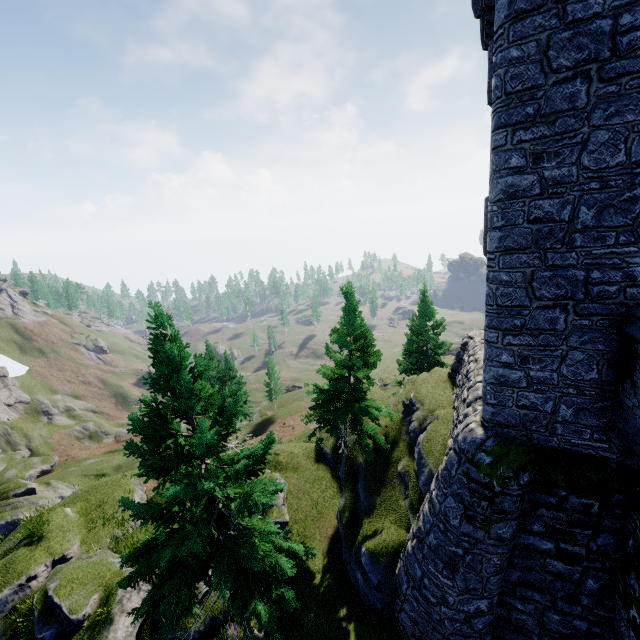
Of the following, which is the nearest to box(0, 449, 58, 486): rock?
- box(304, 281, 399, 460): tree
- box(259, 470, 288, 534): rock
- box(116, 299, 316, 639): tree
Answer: box(259, 470, 288, 534): rock

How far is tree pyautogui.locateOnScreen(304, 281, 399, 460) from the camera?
15.5m

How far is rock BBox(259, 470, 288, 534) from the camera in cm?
1666

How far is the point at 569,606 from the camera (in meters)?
9.08

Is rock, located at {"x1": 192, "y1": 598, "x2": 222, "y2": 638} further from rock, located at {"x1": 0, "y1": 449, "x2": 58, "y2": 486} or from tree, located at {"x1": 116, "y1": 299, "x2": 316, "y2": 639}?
rock, located at {"x1": 0, "y1": 449, "x2": 58, "y2": 486}

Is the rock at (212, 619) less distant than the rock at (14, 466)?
Yes

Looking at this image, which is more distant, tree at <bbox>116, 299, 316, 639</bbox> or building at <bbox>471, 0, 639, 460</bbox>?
tree at <bbox>116, 299, 316, 639</bbox>

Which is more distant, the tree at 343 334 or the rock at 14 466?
the rock at 14 466
